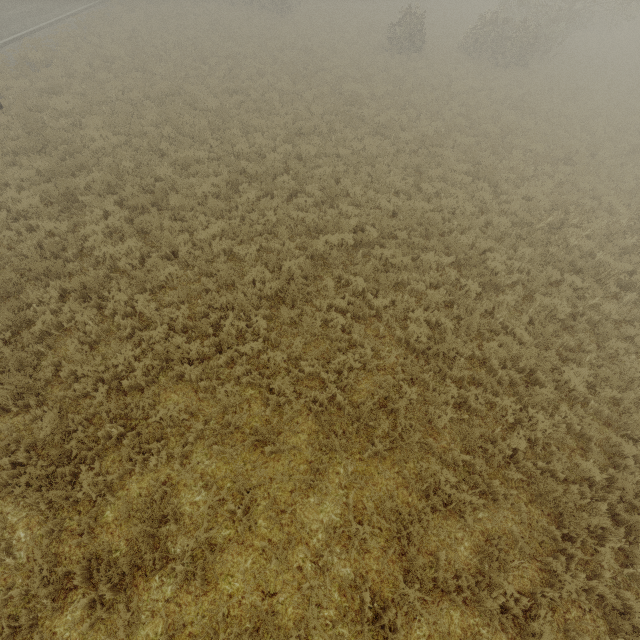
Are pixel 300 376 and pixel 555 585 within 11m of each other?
yes
